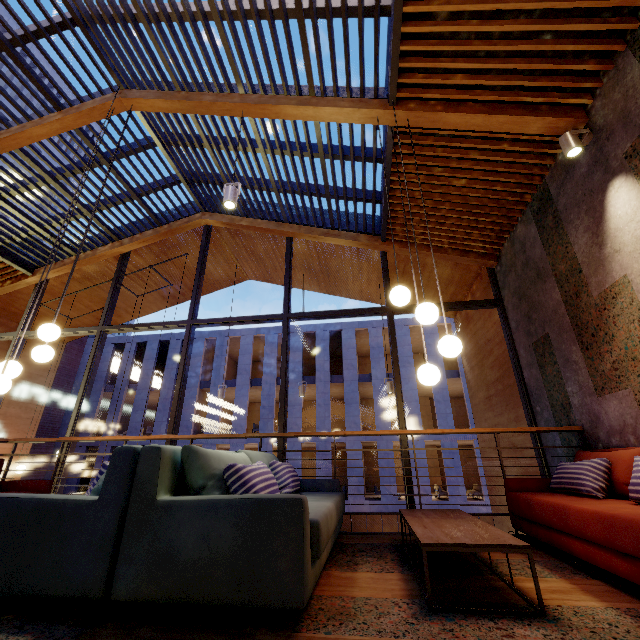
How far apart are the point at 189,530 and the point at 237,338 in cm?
2491

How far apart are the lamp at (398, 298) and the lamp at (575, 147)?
1.9 meters

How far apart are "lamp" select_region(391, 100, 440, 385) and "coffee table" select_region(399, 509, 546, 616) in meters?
1.0

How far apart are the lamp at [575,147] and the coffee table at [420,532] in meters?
3.7 m

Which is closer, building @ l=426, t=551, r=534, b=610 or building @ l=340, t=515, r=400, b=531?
building @ l=426, t=551, r=534, b=610

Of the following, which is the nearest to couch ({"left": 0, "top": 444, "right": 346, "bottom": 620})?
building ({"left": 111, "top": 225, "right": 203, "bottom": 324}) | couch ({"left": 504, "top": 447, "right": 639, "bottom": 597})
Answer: couch ({"left": 504, "top": 447, "right": 639, "bottom": 597})

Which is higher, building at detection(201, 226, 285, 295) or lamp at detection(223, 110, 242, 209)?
building at detection(201, 226, 285, 295)

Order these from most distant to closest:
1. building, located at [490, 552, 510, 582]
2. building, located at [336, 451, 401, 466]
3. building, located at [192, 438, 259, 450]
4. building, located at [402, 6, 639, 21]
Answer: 1. building, located at [192, 438, 259, 450]
2. building, located at [336, 451, 401, 466]
3. building, located at [402, 6, 639, 21]
4. building, located at [490, 552, 510, 582]
